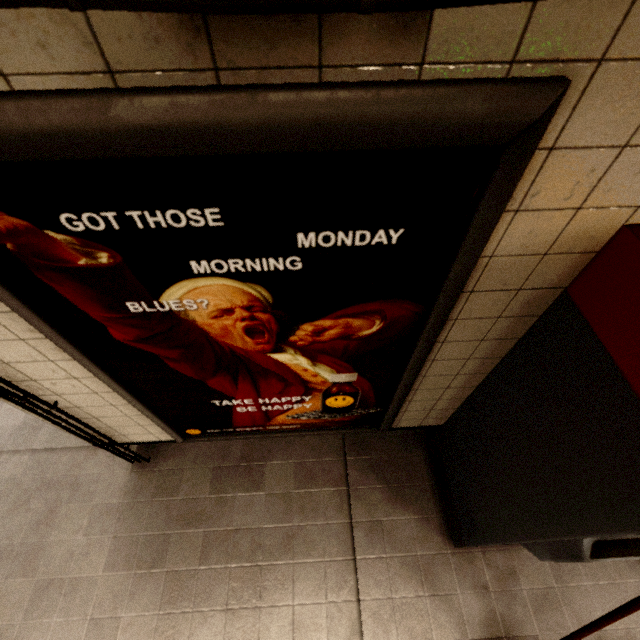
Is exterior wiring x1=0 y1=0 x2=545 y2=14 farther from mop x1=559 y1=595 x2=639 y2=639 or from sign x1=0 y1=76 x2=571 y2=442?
mop x1=559 y1=595 x2=639 y2=639

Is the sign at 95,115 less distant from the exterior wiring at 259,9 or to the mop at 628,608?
the exterior wiring at 259,9

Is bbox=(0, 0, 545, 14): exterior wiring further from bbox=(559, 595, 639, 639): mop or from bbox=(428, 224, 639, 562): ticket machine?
bbox=(559, 595, 639, 639): mop

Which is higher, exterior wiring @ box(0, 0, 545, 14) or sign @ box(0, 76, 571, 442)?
exterior wiring @ box(0, 0, 545, 14)

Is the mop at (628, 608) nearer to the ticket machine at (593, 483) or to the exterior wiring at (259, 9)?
the ticket machine at (593, 483)

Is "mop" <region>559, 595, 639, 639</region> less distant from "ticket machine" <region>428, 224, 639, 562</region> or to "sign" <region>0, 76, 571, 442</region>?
"ticket machine" <region>428, 224, 639, 562</region>

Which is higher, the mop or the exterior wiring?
the exterior wiring

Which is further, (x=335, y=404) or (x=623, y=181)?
(x=335, y=404)
